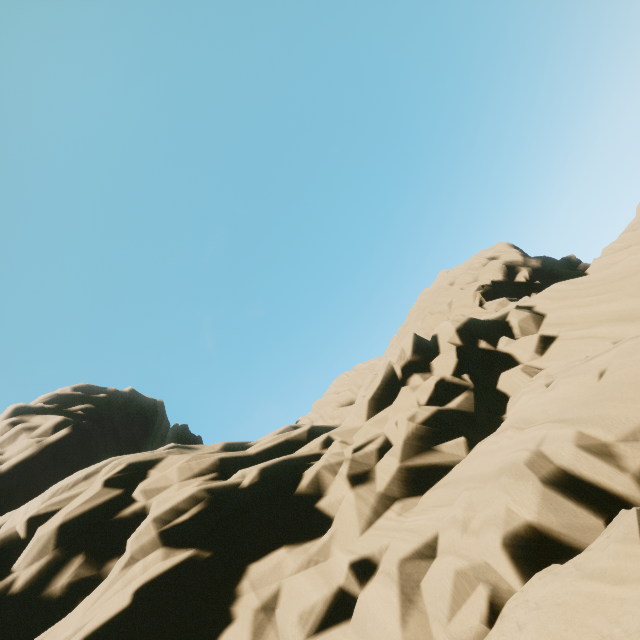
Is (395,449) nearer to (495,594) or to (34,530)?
(495,594)
